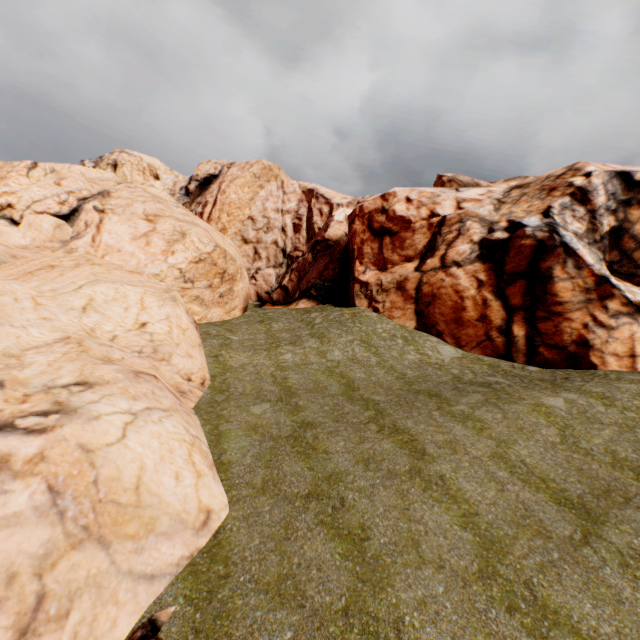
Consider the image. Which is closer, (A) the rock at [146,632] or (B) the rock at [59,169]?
(A) the rock at [146,632]

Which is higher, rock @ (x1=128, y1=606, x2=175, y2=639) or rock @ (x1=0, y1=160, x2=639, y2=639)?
rock @ (x1=0, y1=160, x2=639, y2=639)

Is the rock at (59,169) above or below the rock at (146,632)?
above

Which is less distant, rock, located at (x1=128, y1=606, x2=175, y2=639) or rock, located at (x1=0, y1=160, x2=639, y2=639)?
rock, located at (x1=128, y1=606, x2=175, y2=639)

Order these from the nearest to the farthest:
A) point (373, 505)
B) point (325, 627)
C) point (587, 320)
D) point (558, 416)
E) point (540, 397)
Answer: point (325, 627) < point (373, 505) < point (558, 416) < point (540, 397) < point (587, 320)
